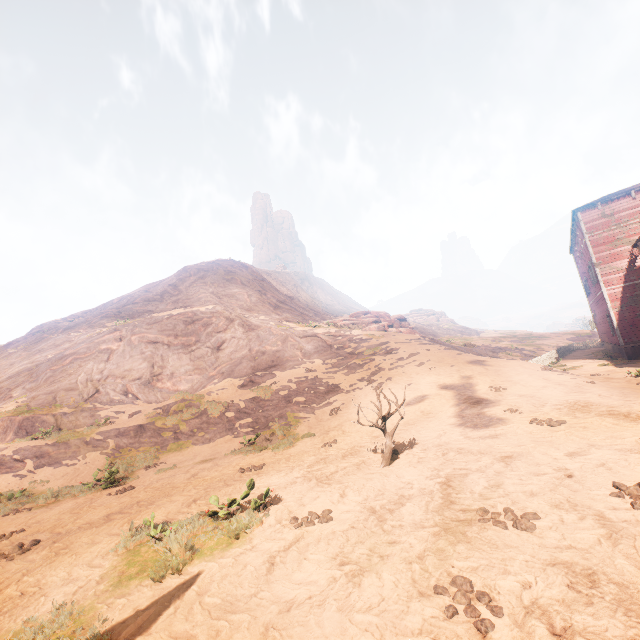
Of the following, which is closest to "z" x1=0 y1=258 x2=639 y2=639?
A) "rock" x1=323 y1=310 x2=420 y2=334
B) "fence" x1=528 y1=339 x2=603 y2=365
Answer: "fence" x1=528 y1=339 x2=603 y2=365

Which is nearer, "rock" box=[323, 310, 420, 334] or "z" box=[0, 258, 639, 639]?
"z" box=[0, 258, 639, 639]

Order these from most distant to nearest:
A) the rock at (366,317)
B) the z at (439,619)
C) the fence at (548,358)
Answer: the rock at (366,317)
the fence at (548,358)
the z at (439,619)

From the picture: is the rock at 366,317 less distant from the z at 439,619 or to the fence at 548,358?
the z at 439,619

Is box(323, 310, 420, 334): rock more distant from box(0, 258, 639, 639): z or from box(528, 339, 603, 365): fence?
box(528, 339, 603, 365): fence

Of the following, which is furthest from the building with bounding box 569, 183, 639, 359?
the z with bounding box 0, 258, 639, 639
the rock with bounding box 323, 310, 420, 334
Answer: the rock with bounding box 323, 310, 420, 334

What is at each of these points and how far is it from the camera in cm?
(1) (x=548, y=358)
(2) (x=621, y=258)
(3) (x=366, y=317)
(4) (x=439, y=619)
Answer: (1) fence, 2850
(2) building, 2188
(3) rock, 4381
(4) z, 309

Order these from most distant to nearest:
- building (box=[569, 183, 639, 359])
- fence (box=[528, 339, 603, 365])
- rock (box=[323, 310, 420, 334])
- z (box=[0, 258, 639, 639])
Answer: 1. rock (box=[323, 310, 420, 334])
2. fence (box=[528, 339, 603, 365])
3. building (box=[569, 183, 639, 359])
4. z (box=[0, 258, 639, 639])
